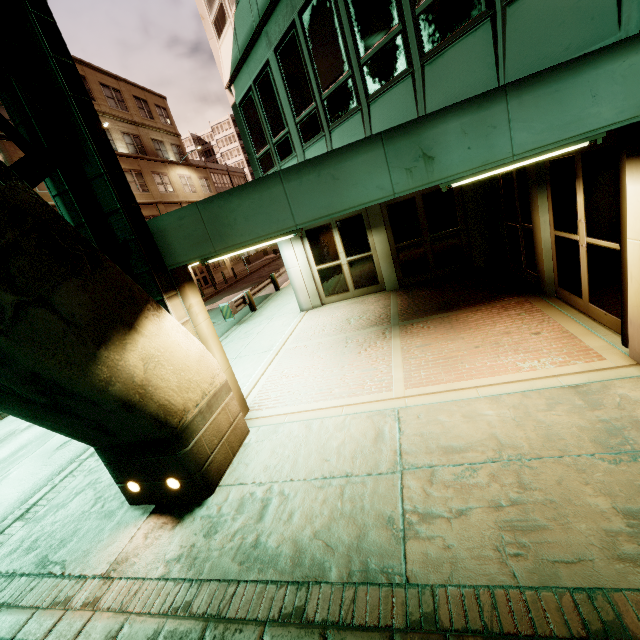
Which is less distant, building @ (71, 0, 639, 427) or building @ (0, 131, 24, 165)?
building @ (71, 0, 639, 427)

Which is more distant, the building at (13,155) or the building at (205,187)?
the building at (13,155)

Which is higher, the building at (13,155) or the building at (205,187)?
the building at (13,155)

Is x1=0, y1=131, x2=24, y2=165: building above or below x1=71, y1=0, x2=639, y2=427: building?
above

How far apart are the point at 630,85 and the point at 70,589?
8.1m
